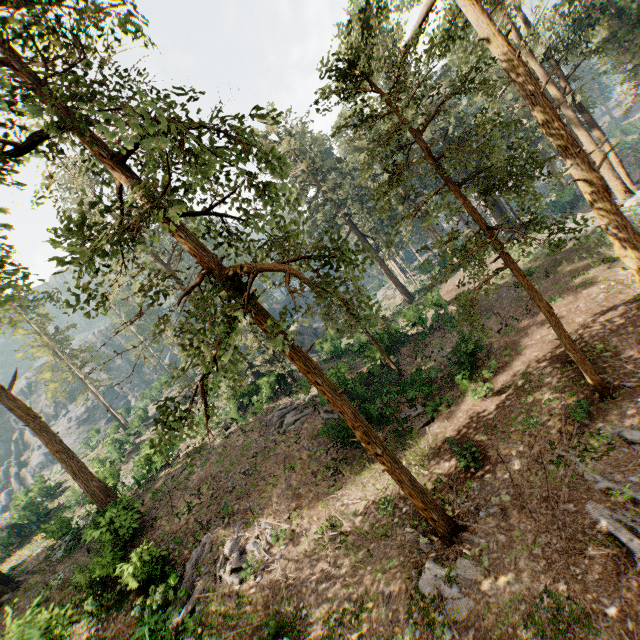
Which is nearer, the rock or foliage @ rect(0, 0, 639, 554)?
foliage @ rect(0, 0, 639, 554)

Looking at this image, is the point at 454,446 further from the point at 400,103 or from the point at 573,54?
the point at 573,54

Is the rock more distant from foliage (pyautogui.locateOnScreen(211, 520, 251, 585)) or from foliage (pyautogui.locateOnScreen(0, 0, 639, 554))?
foliage (pyautogui.locateOnScreen(211, 520, 251, 585))

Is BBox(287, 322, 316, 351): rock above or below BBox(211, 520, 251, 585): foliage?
above

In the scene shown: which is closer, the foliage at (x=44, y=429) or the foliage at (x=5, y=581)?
the foliage at (x=44, y=429)

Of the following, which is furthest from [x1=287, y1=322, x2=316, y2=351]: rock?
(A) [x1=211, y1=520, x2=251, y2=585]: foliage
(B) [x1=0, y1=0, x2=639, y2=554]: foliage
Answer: (A) [x1=211, y1=520, x2=251, y2=585]: foliage

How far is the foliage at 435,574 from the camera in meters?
9.3
